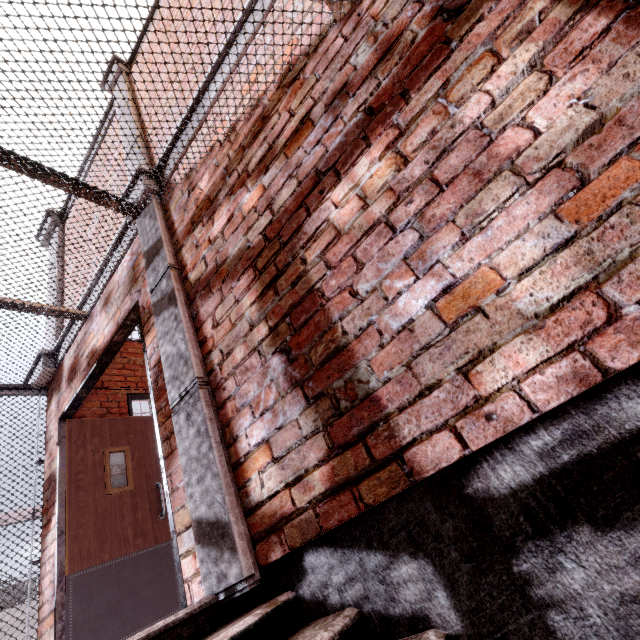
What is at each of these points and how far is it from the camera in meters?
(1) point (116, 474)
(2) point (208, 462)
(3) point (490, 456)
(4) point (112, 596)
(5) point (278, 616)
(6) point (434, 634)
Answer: (1) fuse box, 3.8
(2) trim, 1.6
(3) foundation, 1.0
(4) door, 3.0
(5) stair, 1.3
(6) stair, 1.0

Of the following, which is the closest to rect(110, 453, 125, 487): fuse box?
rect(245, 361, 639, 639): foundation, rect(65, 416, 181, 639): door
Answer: rect(65, 416, 181, 639): door

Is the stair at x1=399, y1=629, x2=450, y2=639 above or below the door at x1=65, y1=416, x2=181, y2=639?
below

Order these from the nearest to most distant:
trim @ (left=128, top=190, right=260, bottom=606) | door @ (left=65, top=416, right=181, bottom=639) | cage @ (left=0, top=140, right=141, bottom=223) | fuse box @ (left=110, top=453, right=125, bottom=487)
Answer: trim @ (left=128, top=190, right=260, bottom=606) < cage @ (left=0, top=140, right=141, bottom=223) < door @ (left=65, top=416, right=181, bottom=639) < fuse box @ (left=110, top=453, right=125, bottom=487)

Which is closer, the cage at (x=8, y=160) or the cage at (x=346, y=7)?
the cage at (x=346, y=7)

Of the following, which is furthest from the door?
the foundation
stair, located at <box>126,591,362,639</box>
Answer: the foundation

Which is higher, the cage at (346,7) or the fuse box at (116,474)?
the cage at (346,7)

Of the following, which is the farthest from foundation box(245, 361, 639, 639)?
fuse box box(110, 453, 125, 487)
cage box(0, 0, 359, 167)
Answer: fuse box box(110, 453, 125, 487)
